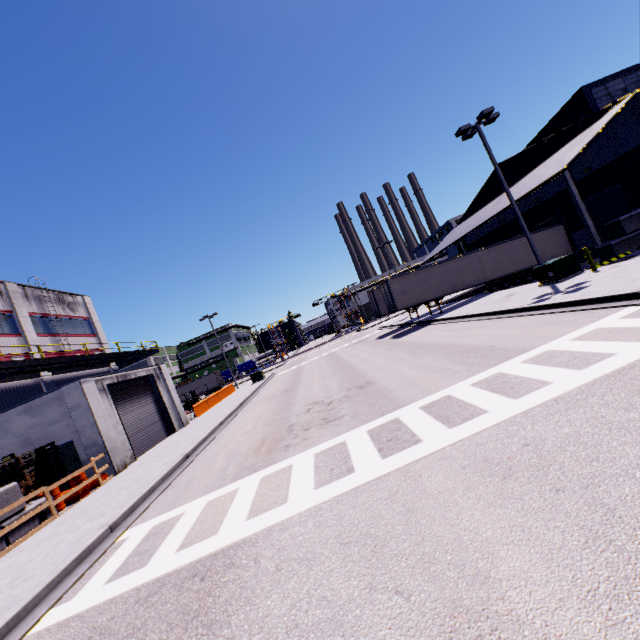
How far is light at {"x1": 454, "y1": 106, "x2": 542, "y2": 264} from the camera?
17.5m

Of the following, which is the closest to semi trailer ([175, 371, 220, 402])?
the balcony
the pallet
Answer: the pallet

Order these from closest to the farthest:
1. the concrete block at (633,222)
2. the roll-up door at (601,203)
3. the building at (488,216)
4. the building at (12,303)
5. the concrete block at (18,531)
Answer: the concrete block at (18,531)
the concrete block at (633,222)
the roll-up door at (601,203)
the building at (12,303)
the building at (488,216)

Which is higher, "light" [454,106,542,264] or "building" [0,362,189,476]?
"light" [454,106,542,264]

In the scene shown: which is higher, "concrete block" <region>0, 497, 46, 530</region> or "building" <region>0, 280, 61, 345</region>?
"building" <region>0, 280, 61, 345</region>

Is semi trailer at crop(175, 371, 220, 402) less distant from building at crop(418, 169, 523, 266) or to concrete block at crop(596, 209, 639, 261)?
building at crop(418, 169, 523, 266)

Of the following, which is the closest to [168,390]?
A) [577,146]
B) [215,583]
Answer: [215,583]

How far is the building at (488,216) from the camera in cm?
2751
